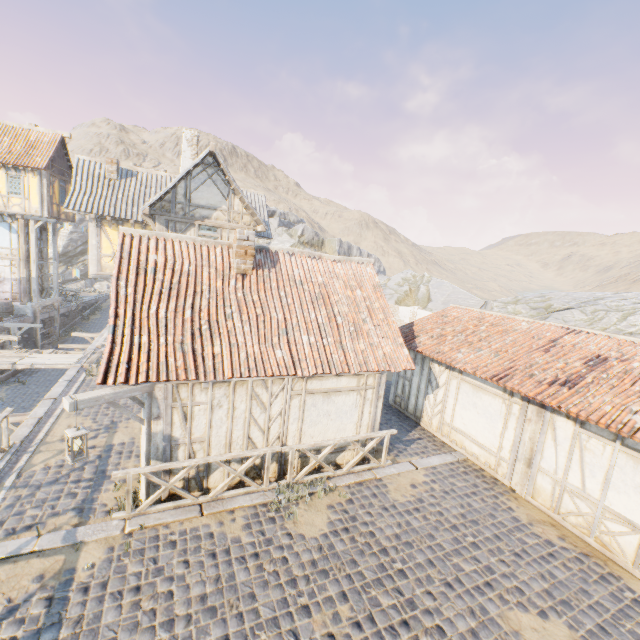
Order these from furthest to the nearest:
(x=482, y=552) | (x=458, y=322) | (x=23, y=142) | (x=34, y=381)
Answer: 1. (x=23, y=142)
2. (x=34, y=381)
3. (x=458, y=322)
4. (x=482, y=552)

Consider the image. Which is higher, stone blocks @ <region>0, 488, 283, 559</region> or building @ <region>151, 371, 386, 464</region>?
building @ <region>151, 371, 386, 464</region>

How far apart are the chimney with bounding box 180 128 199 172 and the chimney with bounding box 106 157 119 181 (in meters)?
2.96

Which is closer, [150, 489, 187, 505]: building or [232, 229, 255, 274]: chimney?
[150, 489, 187, 505]: building

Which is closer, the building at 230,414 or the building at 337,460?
the building at 230,414

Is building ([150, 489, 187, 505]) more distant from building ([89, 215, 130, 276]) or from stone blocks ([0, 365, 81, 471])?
stone blocks ([0, 365, 81, 471])

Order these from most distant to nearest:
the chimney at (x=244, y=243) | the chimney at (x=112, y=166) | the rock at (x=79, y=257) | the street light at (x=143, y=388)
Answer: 1. the rock at (x=79, y=257)
2. the chimney at (x=112, y=166)
3. the chimney at (x=244, y=243)
4. the street light at (x=143, y=388)

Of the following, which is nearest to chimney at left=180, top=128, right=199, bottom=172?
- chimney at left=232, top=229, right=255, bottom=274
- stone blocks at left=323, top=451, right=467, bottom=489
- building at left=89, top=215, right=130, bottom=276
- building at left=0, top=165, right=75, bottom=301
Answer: building at left=89, top=215, right=130, bottom=276
